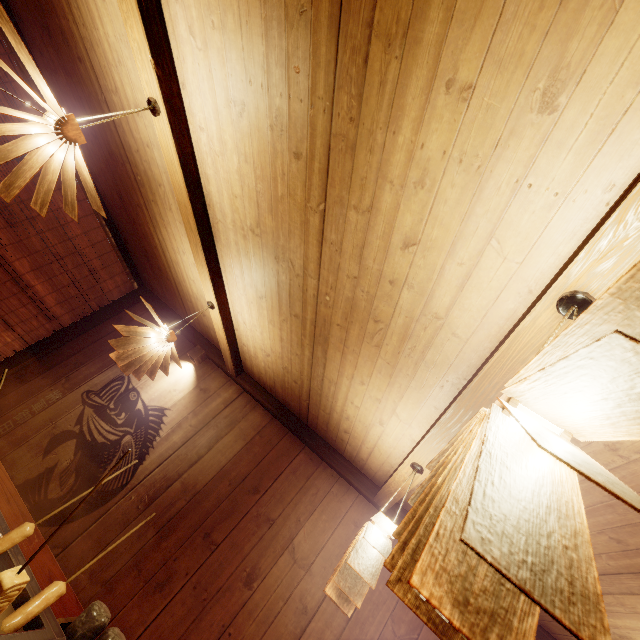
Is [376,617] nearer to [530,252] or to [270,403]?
[270,403]

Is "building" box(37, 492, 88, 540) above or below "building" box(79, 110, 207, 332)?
below

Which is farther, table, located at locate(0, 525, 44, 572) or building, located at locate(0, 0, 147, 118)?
building, located at locate(0, 0, 147, 118)

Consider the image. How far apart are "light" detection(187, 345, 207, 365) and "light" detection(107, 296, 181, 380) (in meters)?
1.56

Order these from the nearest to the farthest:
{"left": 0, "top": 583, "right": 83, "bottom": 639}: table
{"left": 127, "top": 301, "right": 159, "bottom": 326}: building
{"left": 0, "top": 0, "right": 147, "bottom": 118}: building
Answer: {"left": 0, "top": 583, "right": 83, "bottom": 639}: table < {"left": 0, "top": 0, "right": 147, "bottom": 118}: building < {"left": 127, "top": 301, "right": 159, "bottom": 326}: building

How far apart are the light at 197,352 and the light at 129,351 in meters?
1.6 m

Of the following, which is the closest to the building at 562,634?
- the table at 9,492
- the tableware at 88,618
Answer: the table at 9,492

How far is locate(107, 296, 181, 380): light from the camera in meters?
4.0 m
